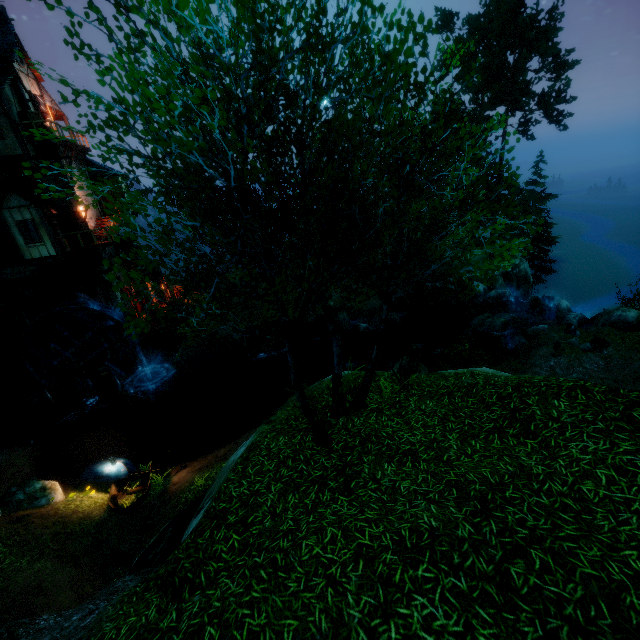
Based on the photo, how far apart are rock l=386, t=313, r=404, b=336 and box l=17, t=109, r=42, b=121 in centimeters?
2452cm

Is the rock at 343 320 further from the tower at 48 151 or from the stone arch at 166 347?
the tower at 48 151

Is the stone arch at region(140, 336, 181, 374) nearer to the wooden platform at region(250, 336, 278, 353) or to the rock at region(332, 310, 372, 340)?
the wooden platform at region(250, 336, 278, 353)

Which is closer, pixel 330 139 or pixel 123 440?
pixel 330 139

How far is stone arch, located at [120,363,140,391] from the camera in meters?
24.5

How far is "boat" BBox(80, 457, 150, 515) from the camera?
11.95m

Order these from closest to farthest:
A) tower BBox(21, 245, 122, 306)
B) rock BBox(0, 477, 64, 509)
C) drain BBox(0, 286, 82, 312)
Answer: rock BBox(0, 477, 64, 509), drain BBox(0, 286, 82, 312), tower BBox(21, 245, 122, 306)

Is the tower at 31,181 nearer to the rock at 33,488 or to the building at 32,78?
the building at 32,78
